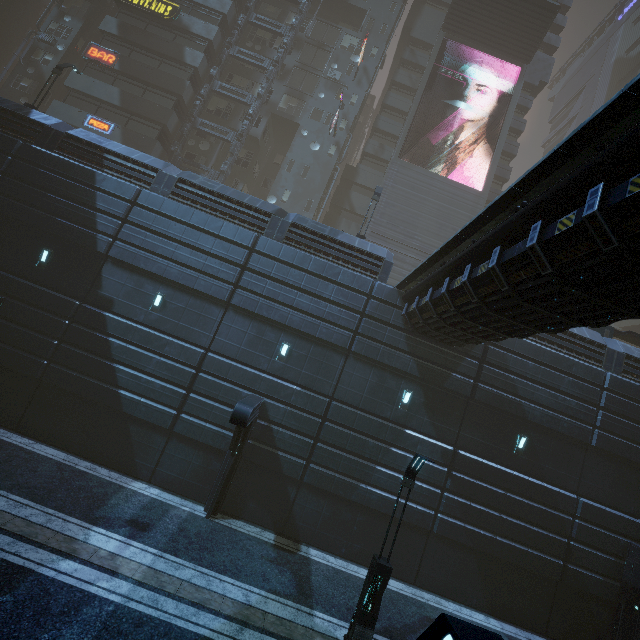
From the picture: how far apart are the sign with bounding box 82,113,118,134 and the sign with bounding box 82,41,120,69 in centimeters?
437cm

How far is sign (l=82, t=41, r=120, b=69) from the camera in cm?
2656

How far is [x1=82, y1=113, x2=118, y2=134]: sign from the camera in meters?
25.6 m

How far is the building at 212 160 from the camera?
29.2m

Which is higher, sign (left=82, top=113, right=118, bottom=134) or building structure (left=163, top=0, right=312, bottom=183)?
building structure (left=163, top=0, right=312, bottom=183)

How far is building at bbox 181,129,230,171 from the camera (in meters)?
29.20

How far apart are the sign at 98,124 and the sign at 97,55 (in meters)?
4.37

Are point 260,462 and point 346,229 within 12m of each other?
no
